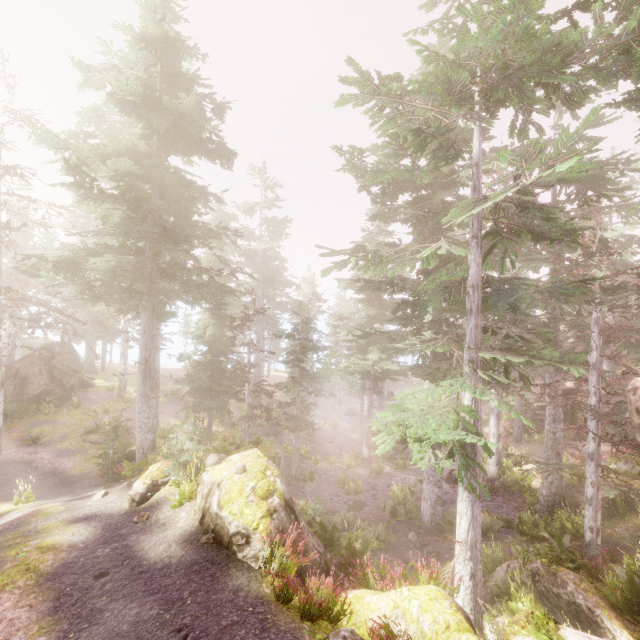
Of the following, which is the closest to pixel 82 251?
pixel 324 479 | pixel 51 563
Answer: pixel 51 563

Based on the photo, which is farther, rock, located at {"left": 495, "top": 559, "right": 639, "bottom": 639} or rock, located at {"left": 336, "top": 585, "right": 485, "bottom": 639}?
rock, located at {"left": 336, "top": 585, "right": 485, "bottom": 639}

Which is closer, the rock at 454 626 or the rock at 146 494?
the rock at 454 626

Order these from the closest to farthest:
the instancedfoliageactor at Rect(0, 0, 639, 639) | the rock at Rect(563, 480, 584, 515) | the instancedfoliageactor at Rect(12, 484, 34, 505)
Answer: the instancedfoliageactor at Rect(0, 0, 639, 639), the instancedfoliageactor at Rect(12, 484, 34, 505), the rock at Rect(563, 480, 584, 515)

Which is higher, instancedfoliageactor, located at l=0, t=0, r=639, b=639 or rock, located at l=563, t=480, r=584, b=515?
instancedfoliageactor, located at l=0, t=0, r=639, b=639

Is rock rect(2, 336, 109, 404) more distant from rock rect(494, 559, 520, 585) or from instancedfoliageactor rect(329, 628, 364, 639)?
rock rect(494, 559, 520, 585)

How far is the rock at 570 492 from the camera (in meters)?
15.17
